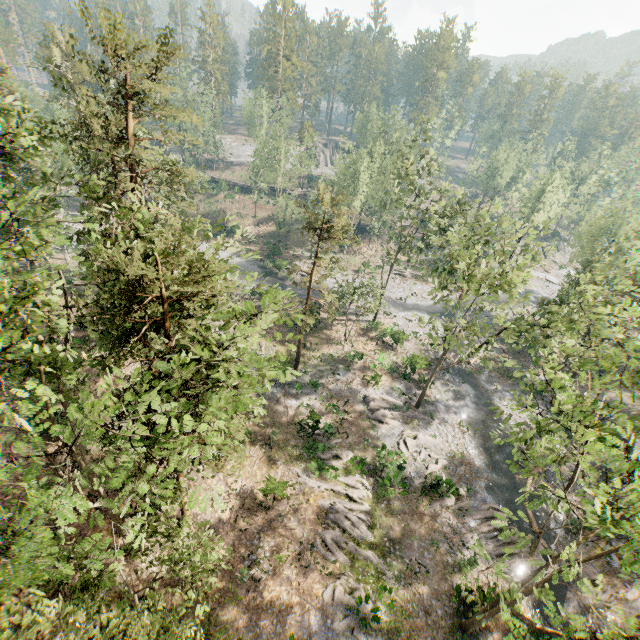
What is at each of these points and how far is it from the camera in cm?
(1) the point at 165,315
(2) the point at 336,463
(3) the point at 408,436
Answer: (1) foliage, 1198
(2) foliage, 2609
(3) foliage, 2931

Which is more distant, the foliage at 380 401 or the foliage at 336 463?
the foliage at 380 401

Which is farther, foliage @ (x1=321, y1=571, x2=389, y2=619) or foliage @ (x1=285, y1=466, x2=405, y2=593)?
foliage @ (x1=285, y1=466, x2=405, y2=593)

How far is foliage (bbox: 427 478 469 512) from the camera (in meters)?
24.52

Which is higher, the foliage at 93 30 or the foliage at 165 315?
the foliage at 93 30

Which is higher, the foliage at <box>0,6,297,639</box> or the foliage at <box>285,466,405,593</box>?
the foliage at <box>0,6,297,639</box>
